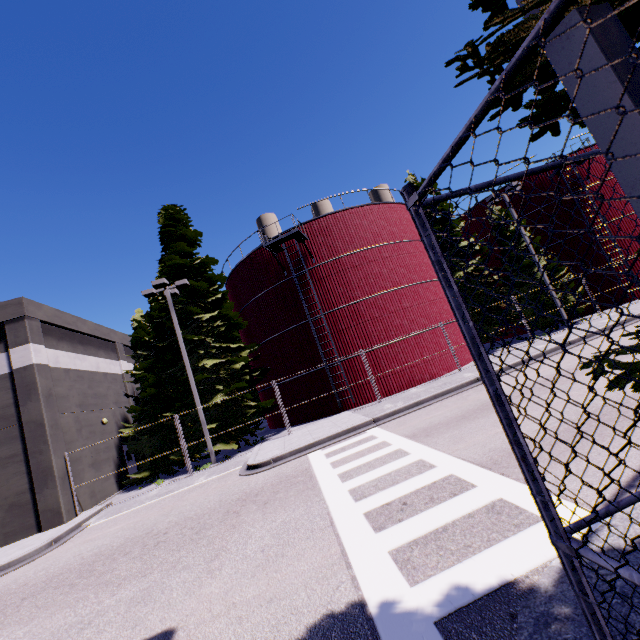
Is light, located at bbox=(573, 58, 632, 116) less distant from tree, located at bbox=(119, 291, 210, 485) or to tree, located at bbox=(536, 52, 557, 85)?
tree, located at bbox=(536, 52, 557, 85)

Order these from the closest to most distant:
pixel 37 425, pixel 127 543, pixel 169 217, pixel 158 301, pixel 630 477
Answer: pixel 630 477 < pixel 127 543 < pixel 37 425 < pixel 169 217 < pixel 158 301

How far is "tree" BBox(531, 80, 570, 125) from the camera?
1.8m

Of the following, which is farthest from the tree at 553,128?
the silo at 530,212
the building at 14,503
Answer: the silo at 530,212

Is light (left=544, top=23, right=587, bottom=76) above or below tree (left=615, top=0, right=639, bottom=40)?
below

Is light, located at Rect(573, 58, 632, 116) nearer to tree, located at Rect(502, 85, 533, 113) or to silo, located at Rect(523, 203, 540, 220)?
tree, located at Rect(502, 85, 533, 113)

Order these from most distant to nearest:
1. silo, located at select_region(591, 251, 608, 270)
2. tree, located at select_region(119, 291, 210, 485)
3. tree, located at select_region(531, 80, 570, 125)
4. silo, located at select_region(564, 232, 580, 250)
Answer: silo, located at select_region(564, 232, 580, 250)
silo, located at select_region(591, 251, 608, 270)
tree, located at select_region(119, 291, 210, 485)
tree, located at select_region(531, 80, 570, 125)

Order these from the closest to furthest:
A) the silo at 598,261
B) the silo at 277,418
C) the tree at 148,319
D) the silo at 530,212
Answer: the tree at 148,319 → the silo at 277,418 → the silo at 598,261 → the silo at 530,212
